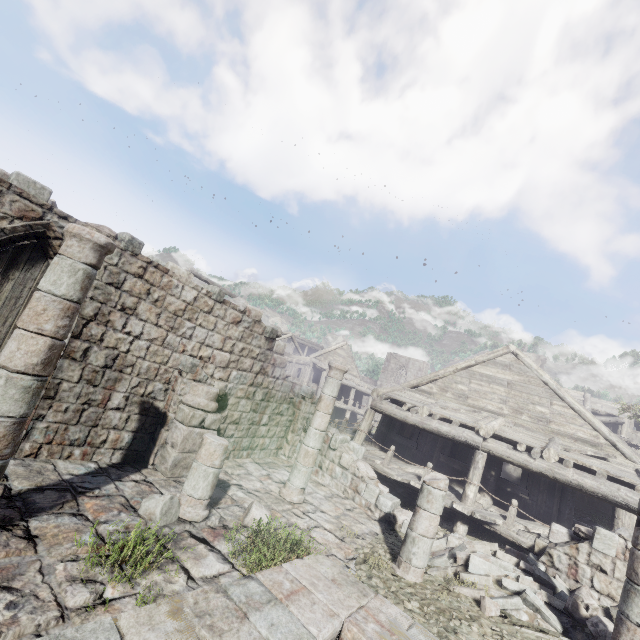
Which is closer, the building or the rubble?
the building

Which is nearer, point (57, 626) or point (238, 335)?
point (57, 626)

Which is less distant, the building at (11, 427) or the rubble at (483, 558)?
the building at (11, 427)
